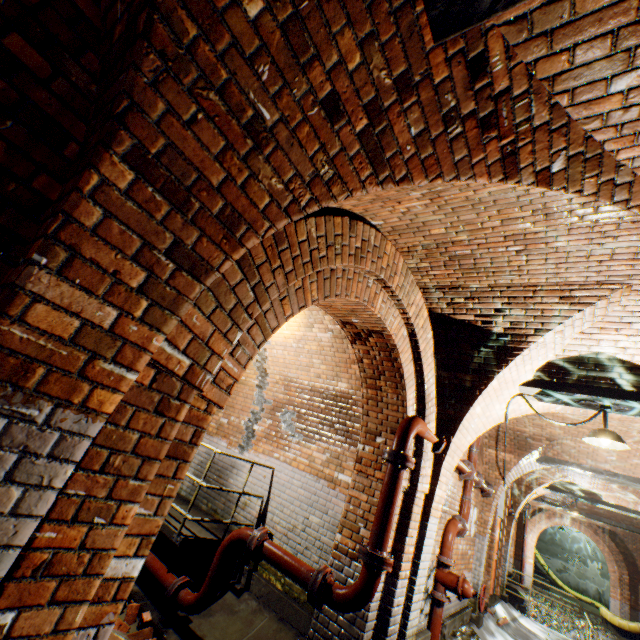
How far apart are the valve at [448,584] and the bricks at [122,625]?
4.0 meters

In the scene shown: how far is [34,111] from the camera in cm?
121

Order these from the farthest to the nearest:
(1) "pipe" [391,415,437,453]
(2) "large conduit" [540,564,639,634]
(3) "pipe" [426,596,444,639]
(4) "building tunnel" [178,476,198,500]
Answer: (2) "large conduit" [540,564,639,634]
(4) "building tunnel" [178,476,198,500]
(3) "pipe" [426,596,444,639]
(1) "pipe" [391,415,437,453]

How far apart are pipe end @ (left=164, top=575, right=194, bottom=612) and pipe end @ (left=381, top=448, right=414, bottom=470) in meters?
3.2

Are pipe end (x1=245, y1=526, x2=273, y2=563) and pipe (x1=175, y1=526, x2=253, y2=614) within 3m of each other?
yes

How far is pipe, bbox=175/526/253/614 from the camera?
4.0 meters

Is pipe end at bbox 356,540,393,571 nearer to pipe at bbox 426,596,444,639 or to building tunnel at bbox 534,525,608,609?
pipe at bbox 426,596,444,639

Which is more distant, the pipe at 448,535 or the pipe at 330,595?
the pipe at 448,535
